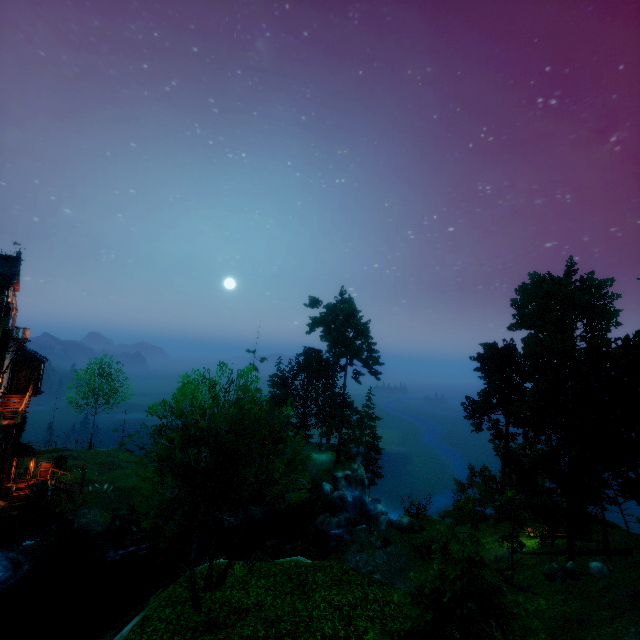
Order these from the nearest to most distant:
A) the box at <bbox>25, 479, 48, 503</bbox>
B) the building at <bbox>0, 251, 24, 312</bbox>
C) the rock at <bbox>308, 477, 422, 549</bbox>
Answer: the building at <bbox>0, 251, 24, 312</bbox>, the box at <bbox>25, 479, 48, 503</bbox>, the rock at <bbox>308, 477, 422, 549</bbox>

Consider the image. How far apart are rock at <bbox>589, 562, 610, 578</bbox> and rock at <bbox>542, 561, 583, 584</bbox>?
0.7 meters

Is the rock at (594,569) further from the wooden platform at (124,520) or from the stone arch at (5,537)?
the stone arch at (5,537)

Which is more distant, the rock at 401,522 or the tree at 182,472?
the rock at 401,522

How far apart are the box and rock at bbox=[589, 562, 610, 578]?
39.0 meters

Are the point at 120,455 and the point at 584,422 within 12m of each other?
no

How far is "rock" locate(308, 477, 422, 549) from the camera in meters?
27.0

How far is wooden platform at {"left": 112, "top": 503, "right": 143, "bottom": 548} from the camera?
25.1m
